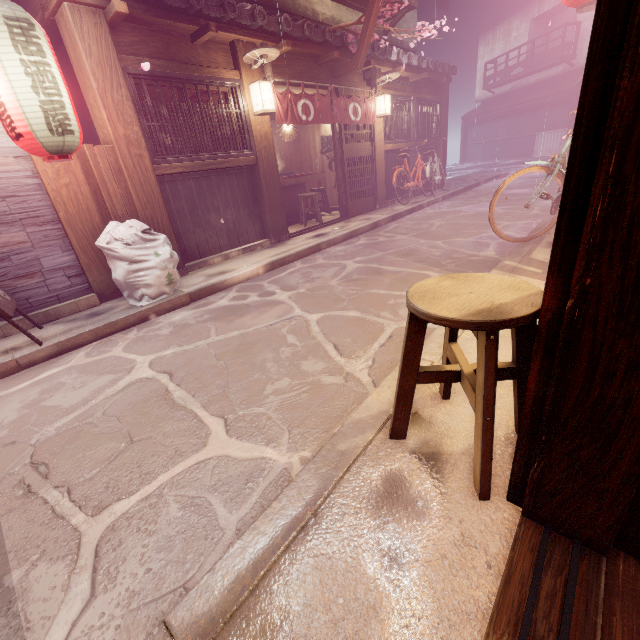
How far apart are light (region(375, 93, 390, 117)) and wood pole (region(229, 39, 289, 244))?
6.5 meters

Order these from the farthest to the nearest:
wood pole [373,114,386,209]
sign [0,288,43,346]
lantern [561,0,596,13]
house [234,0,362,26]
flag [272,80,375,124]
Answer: wood pole [373,114,386,209] < house [234,0,362,26] < flag [272,80,375,124] < lantern [561,0,596,13] < sign [0,288,43,346]

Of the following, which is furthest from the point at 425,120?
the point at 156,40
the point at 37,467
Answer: the point at 37,467

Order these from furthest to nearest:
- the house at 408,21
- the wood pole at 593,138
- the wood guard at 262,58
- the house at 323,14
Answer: the house at 408,21 < the house at 323,14 < the wood guard at 262,58 < the wood pole at 593,138

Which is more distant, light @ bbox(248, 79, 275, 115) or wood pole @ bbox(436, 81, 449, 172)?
wood pole @ bbox(436, 81, 449, 172)

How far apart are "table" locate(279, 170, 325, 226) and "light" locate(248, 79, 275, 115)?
4.1 meters

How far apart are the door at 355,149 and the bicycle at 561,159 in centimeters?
786cm

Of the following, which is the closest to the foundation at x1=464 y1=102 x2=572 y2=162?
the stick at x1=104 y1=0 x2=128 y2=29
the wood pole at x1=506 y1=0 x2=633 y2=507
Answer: the stick at x1=104 y1=0 x2=128 y2=29
